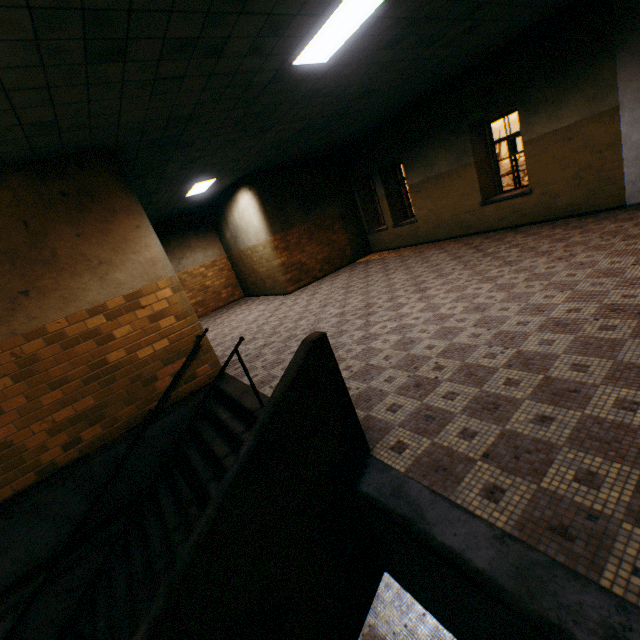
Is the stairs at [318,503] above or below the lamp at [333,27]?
below

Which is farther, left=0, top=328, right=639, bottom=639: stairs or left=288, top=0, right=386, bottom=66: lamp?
left=288, top=0, right=386, bottom=66: lamp

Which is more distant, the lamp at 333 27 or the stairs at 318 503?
the lamp at 333 27

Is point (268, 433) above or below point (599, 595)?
above

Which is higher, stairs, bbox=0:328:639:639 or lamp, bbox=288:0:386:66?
lamp, bbox=288:0:386:66
